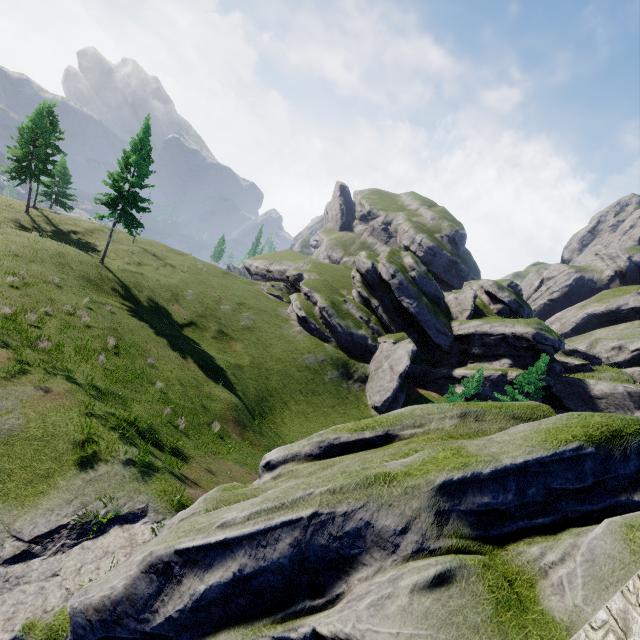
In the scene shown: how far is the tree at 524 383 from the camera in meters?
31.2

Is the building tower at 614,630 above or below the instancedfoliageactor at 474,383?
above

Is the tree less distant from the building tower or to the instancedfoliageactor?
the instancedfoliageactor

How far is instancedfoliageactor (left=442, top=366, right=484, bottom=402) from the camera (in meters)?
23.06

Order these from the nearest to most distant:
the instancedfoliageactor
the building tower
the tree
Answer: the building tower, the instancedfoliageactor, the tree

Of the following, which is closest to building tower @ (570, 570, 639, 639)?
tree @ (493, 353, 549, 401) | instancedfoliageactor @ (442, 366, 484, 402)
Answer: A: instancedfoliageactor @ (442, 366, 484, 402)

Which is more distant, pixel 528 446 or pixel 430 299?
pixel 430 299
